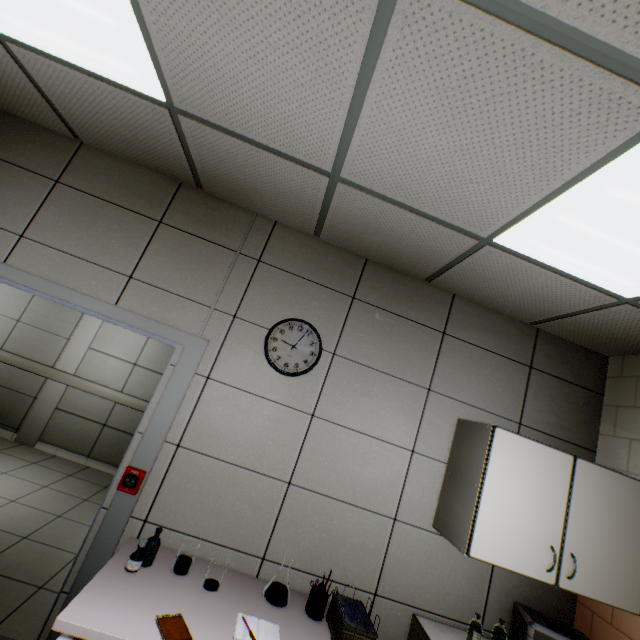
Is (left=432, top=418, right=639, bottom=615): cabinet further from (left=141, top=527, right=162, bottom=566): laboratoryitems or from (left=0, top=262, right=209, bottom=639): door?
(left=141, top=527, right=162, bottom=566): laboratoryitems

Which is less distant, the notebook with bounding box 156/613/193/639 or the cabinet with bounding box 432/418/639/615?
the notebook with bounding box 156/613/193/639

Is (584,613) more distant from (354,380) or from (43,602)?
(43,602)

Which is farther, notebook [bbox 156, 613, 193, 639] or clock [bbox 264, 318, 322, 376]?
clock [bbox 264, 318, 322, 376]

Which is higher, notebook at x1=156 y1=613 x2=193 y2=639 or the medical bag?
the medical bag

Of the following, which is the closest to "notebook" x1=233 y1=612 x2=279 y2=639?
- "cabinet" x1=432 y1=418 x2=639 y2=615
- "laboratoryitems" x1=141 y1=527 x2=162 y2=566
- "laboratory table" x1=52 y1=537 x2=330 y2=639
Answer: "laboratory table" x1=52 y1=537 x2=330 y2=639

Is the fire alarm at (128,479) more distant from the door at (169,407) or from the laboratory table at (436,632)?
the laboratory table at (436,632)

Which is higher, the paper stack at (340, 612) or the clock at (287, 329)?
the clock at (287, 329)
